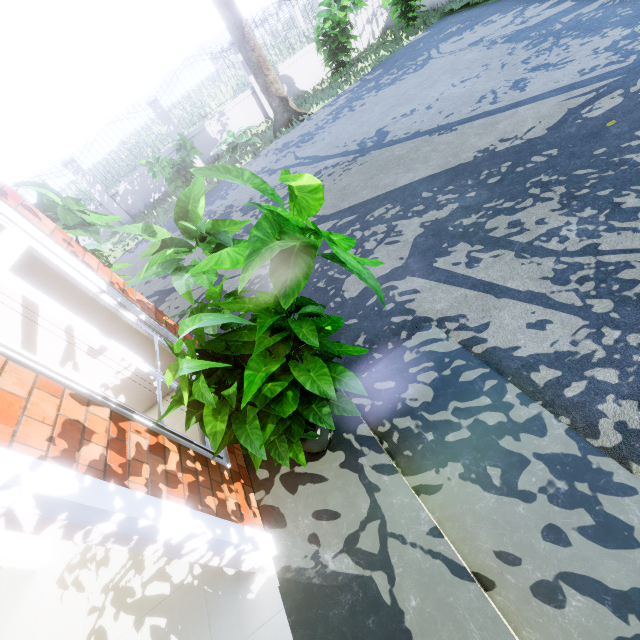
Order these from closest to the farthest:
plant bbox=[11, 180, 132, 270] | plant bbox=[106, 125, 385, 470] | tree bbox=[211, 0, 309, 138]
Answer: plant bbox=[106, 125, 385, 470] < plant bbox=[11, 180, 132, 270] < tree bbox=[211, 0, 309, 138]

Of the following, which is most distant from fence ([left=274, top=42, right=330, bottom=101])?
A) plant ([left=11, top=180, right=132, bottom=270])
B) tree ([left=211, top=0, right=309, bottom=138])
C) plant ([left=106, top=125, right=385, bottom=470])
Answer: plant ([left=106, top=125, right=385, bottom=470])

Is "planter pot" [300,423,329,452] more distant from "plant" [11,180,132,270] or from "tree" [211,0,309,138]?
"tree" [211,0,309,138]

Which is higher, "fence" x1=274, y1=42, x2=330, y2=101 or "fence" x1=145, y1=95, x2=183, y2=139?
"fence" x1=145, y1=95, x2=183, y2=139

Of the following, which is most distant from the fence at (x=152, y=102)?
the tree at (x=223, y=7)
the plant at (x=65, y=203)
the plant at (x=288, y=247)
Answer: the plant at (x=288, y=247)

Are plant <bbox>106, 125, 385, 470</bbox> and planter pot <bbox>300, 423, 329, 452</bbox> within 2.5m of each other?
yes

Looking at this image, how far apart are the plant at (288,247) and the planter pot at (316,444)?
1.1 meters

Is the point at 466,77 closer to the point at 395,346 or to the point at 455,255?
the point at 455,255
